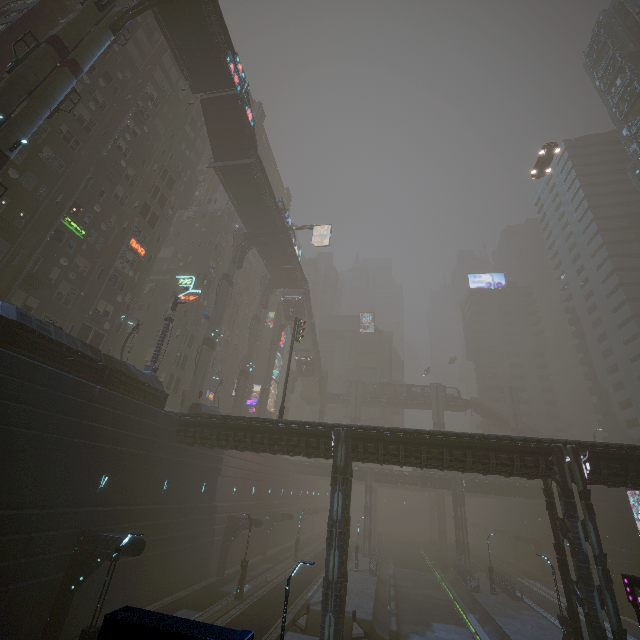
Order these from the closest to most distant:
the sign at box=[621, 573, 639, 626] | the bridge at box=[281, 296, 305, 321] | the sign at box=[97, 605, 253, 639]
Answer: the sign at box=[97, 605, 253, 639]
the sign at box=[621, 573, 639, 626]
the bridge at box=[281, 296, 305, 321]

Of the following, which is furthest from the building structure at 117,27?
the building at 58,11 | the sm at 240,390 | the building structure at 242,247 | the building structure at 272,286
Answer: the building structure at 272,286

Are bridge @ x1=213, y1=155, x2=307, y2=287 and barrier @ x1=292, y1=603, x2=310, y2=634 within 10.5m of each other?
no

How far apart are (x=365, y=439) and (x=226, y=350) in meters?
38.8

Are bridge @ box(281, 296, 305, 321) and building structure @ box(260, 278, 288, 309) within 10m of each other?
yes

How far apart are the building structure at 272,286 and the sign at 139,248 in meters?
19.2

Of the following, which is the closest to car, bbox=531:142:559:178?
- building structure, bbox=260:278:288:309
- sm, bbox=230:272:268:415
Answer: building structure, bbox=260:278:288:309

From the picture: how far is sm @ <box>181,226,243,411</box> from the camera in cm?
3428
